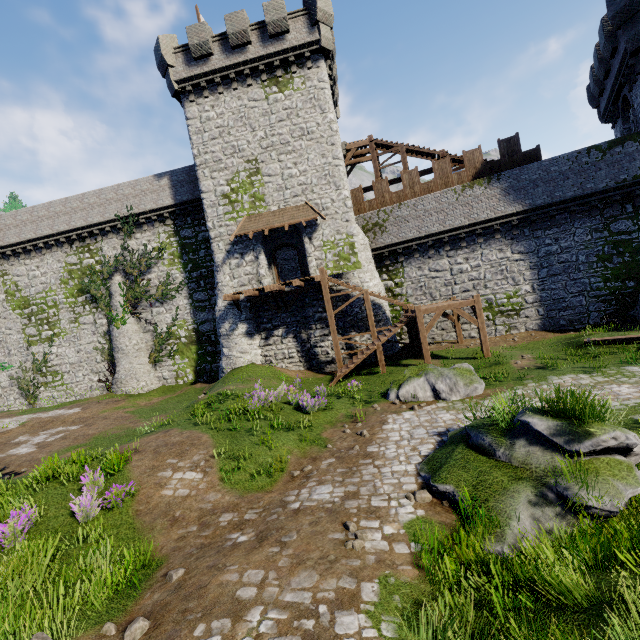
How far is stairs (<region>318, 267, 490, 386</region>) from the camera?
16.4 meters

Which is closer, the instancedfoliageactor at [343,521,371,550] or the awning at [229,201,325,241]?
the instancedfoliageactor at [343,521,371,550]

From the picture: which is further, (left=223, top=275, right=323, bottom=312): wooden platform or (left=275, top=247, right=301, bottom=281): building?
(left=275, top=247, right=301, bottom=281): building

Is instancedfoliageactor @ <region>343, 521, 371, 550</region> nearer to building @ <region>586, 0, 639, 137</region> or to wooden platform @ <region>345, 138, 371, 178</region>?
building @ <region>586, 0, 639, 137</region>

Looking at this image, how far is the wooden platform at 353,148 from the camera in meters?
23.5

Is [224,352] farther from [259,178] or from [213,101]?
[213,101]

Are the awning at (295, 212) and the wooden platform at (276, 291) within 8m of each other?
yes

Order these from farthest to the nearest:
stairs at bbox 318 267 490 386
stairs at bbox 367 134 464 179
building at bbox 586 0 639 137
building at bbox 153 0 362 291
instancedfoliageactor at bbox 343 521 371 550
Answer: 1. stairs at bbox 367 134 464 179
2. building at bbox 153 0 362 291
3. stairs at bbox 318 267 490 386
4. building at bbox 586 0 639 137
5. instancedfoliageactor at bbox 343 521 371 550
